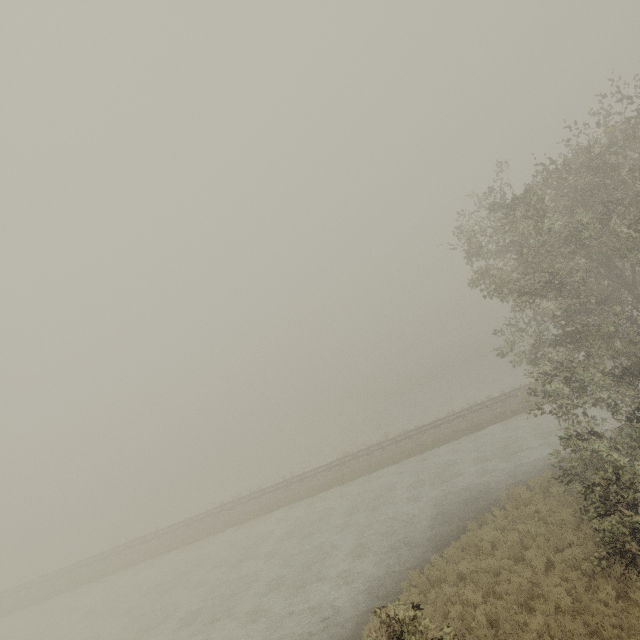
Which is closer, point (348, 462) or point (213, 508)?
point (348, 462)
